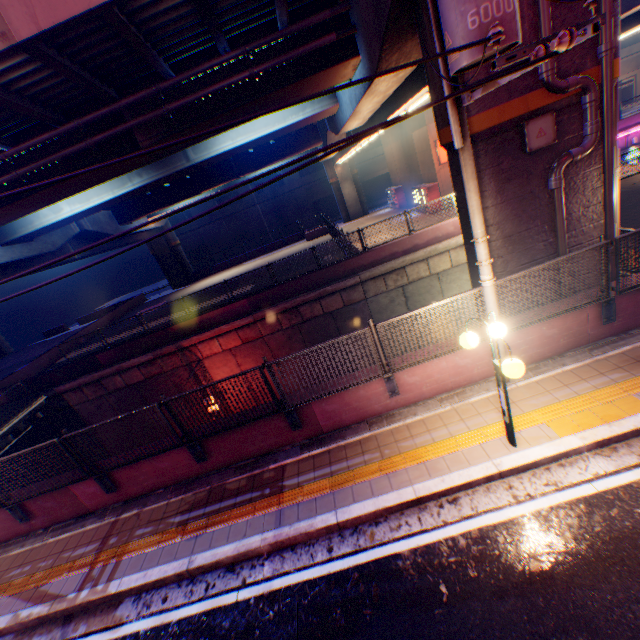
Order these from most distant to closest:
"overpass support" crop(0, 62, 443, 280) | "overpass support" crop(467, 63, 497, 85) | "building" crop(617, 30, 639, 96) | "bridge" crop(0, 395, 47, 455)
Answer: "building" crop(617, 30, 639, 96)
"bridge" crop(0, 395, 47, 455)
"overpass support" crop(0, 62, 443, 280)
"overpass support" crop(467, 63, 497, 85)

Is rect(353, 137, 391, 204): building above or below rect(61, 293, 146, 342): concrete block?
above

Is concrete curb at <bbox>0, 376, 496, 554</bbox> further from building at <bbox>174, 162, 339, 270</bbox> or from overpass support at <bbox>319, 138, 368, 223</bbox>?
building at <bbox>174, 162, 339, 270</bbox>

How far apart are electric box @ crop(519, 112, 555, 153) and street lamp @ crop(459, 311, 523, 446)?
4.1m

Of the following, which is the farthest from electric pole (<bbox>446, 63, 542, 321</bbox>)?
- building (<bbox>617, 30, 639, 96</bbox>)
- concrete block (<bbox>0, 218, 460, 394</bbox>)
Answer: building (<bbox>617, 30, 639, 96</bbox>)

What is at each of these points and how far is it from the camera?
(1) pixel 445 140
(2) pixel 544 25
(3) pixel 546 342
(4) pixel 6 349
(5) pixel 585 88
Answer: (1) overpass support, 7.4 meters
(2) pipe, 5.7 meters
(3) concrete block, 6.8 meters
(4) overpass support, 40.4 meters
(5) pipe, 6.2 meters

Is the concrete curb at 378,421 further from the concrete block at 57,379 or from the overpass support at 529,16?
the concrete block at 57,379

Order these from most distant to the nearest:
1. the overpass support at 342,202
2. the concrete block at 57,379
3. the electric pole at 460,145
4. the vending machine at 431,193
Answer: the overpass support at 342,202
the vending machine at 431,193
the concrete block at 57,379
the electric pole at 460,145
